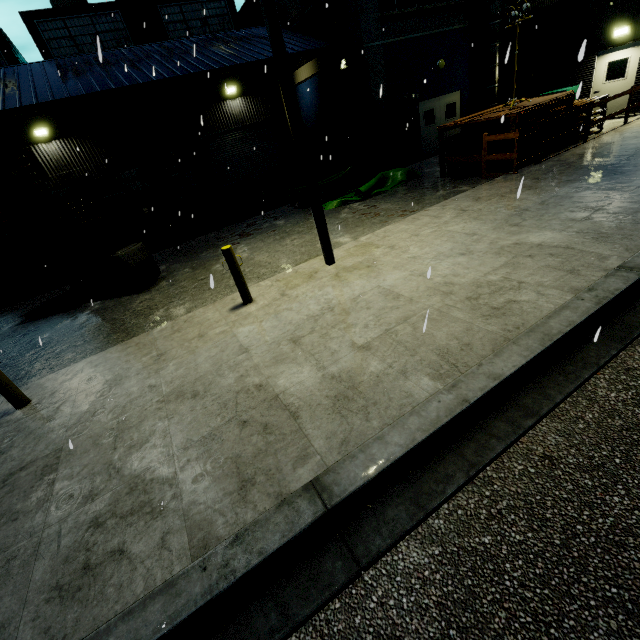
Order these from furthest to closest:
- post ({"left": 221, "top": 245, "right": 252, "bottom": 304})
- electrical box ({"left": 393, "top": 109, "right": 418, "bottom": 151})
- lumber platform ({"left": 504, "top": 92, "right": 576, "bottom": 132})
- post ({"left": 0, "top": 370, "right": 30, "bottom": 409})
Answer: electrical box ({"left": 393, "top": 109, "right": 418, "bottom": 151})
lumber platform ({"left": 504, "top": 92, "right": 576, "bottom": 132})
post ({"left": 221, "top": 245, "right": 252, "bottom": 304})
post ({"left": 0, "top": 370, "right": 30, "bottom": 409})

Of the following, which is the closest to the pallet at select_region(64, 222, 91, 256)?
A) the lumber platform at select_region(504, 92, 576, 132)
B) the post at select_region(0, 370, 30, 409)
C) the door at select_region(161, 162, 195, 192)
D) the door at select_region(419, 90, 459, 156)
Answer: the post at select_region(0, 370, 30, 409)

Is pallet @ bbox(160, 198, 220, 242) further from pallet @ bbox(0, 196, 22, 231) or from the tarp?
the tarp

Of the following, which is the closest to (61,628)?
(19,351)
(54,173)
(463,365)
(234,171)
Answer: (463,365)

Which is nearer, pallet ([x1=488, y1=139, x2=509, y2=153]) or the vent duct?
pallet ([x1=488, y1=139, x2=509, y2=153])

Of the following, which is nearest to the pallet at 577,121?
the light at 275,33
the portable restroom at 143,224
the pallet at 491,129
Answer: the pallet at 491,129

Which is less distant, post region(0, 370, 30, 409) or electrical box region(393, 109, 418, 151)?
post region(0, 370, 30, 409)

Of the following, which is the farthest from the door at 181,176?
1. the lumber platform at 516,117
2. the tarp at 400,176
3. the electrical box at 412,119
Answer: the lumber platform at 516,117
